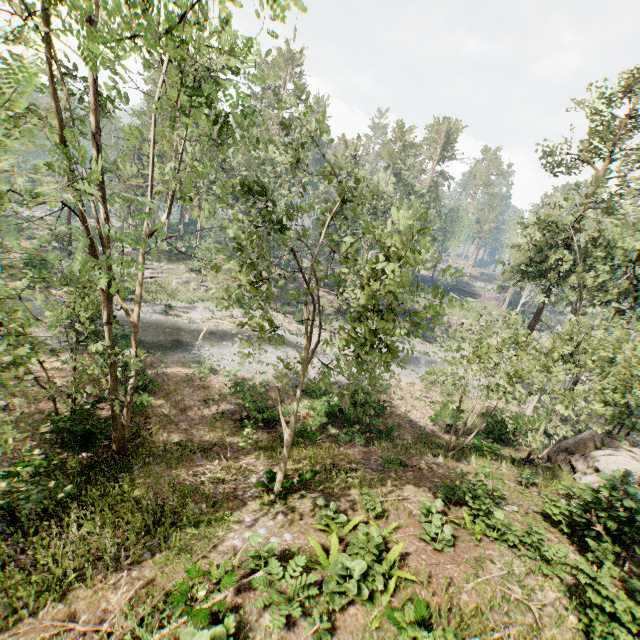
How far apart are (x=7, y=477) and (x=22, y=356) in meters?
4.0

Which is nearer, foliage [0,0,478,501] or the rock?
foliage [0,0,478,501]

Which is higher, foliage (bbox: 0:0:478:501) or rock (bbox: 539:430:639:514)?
foliage (bbox: 0:0:478:501)

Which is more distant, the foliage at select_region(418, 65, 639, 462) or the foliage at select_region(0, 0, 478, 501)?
the foliage at select_region(418, 65, 639, 462)

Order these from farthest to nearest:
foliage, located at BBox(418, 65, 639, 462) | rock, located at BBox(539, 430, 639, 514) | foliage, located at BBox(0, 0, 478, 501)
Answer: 1. foliage, located at BBox(418, 65, 639, 462)
2. rock, located at BBox(539, 430, 639, 514)
3. foliage, located at BBox(0, 0, 478, 501)

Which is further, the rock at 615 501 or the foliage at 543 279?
the foliage at 543 279

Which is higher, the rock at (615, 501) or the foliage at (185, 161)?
the foliage at (185, 161)
